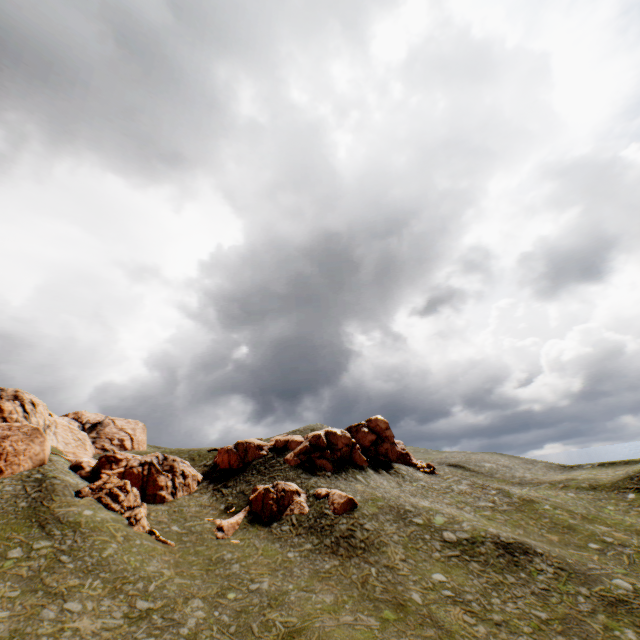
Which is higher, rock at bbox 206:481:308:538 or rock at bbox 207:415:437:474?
rock at bbox 207:415:437:474

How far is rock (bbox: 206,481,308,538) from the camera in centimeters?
3291cm

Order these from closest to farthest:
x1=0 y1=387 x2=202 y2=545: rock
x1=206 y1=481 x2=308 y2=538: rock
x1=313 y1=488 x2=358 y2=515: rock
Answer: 1. x1=0 y1=387 x2=202 y2=545: rock
2. x1=206 y1=481 x2=308 y2=538: rock
3. x1=313 y1=488 x2=358 y2=515: rock

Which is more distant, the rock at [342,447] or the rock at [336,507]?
the rock at [342,447]

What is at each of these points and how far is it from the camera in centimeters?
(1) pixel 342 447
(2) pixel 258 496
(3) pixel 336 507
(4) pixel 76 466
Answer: (1) rock, 4512cm
(2) rock, 3700cm
(3) rock, 3369cm
(4) rock, 3912cm

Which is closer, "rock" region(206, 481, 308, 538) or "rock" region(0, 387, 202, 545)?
"rock" region(0, 387, 202, 545)

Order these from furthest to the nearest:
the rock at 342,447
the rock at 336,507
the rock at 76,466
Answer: the rock at 342,447, the rock at 336,507, the rock at 76,466
